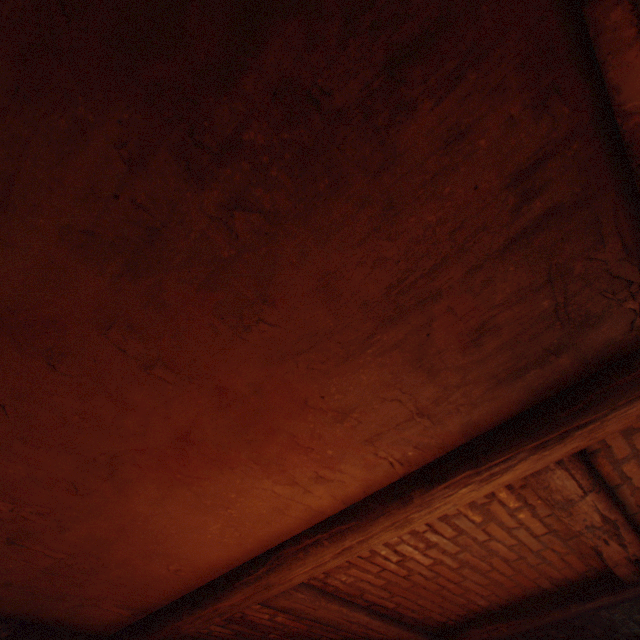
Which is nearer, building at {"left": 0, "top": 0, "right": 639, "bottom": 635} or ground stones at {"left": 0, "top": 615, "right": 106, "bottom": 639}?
building at {"left": 0, "top": 0, "right": 639, "bottom": 635}

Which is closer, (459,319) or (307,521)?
(459,319)

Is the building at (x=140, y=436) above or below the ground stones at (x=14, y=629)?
above

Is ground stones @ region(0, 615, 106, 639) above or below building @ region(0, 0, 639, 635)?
below

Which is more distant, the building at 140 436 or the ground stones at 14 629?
the ground stones at 14 629
